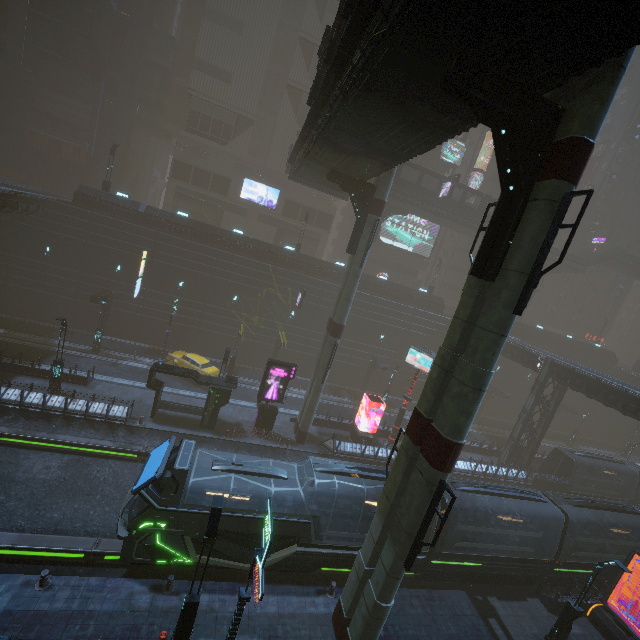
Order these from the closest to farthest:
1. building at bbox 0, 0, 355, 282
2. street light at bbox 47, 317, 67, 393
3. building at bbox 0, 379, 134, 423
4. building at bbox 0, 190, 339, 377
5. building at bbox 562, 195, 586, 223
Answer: building at bbox 0, 379, 134, 423
street light at bbox 47, 317, 67, 393
building at bbox 0, 190, 339, 377
building at bbox 0, 0, 355, 282
building at bbox 562, 195, 586, 223

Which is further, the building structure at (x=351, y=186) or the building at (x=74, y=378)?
the building at (x=74, y=378)

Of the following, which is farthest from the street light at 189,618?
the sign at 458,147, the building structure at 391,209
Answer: the sign at 458,147

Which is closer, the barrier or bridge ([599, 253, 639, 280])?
the barrier

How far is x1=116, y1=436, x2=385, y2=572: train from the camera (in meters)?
12.73

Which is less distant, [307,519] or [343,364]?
[307,519]

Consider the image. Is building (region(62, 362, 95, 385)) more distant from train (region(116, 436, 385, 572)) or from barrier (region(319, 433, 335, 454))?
train (region(116, 436, 385, 572))

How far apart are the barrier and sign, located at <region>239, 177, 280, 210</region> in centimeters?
3418cm
